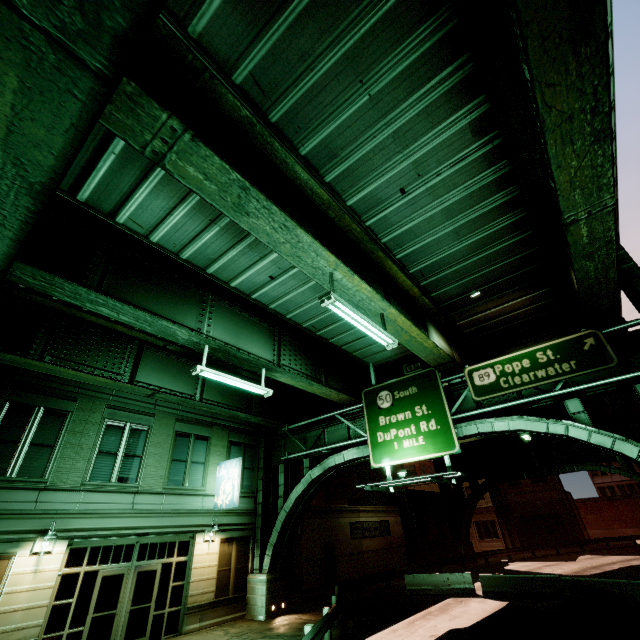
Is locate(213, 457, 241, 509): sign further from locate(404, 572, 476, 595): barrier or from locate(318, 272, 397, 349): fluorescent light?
locate(404, 572, 476, 595): barrier

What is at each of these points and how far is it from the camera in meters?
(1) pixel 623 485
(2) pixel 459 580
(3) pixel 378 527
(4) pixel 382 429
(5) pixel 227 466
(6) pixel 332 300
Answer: (1) building, 54.3
(2) barrier, 19.2
(3) sign, 27.2
(4) sign, 15.1
(5) sign, 17.6
(6) fluorescent light, 7.7

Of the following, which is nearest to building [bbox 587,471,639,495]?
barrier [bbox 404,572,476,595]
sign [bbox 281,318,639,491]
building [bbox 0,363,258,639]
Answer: barrier [bbox 404,572,476,595]

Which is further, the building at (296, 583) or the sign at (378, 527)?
the sign at (378, 527)

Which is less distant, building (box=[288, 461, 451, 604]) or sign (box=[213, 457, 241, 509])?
sign (box=[213, 457, 241, 509])

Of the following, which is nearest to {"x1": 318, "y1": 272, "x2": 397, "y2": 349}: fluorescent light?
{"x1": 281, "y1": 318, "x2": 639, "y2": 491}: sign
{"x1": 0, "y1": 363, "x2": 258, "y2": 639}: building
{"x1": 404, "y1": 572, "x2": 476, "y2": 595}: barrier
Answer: {"x1": 281, "y1": 318, "x2": 639, "y2": 491}: sign

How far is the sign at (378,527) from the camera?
24.67m

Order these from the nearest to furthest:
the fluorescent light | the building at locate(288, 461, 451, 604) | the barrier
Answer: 1. the fluorescent light
2. the barrier
3. the building at locate(288, 461, 451, 604)
